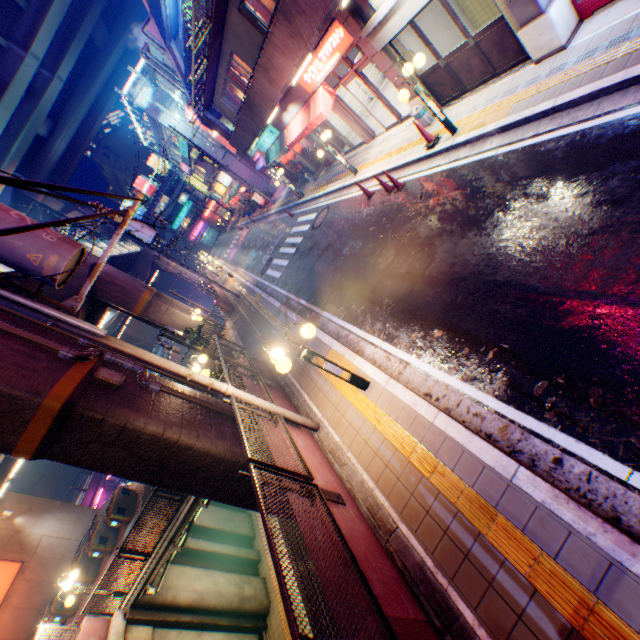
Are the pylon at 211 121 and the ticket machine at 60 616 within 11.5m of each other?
no

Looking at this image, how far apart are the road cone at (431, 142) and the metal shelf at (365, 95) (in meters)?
9.33

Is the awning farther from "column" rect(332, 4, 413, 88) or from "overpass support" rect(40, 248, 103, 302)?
"overpass support" rect(40, 248, 103, 302)

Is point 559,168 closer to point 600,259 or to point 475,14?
point 600,259

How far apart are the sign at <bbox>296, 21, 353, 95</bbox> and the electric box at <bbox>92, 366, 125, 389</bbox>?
11.5m

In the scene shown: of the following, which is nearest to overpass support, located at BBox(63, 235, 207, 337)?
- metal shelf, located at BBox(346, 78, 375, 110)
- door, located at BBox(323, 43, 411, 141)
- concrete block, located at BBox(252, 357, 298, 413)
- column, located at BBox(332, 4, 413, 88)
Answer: concrete block, located at BBox(252, 357, 298, 413)

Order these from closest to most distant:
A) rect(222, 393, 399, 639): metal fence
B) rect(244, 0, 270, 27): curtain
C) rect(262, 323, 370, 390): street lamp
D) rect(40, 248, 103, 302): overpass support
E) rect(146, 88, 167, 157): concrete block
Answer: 1. rect(222, 393, 399, 639): metal fence
2. rect(262, 323, 370, 390): street lamp
3. rect(244, 0, 270, 27): curtain
4. rect(40, 248, 103, 302): overpass support
5. rect(146, 88, 167, 157): concrete block

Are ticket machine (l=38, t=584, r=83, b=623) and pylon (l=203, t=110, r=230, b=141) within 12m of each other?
no
